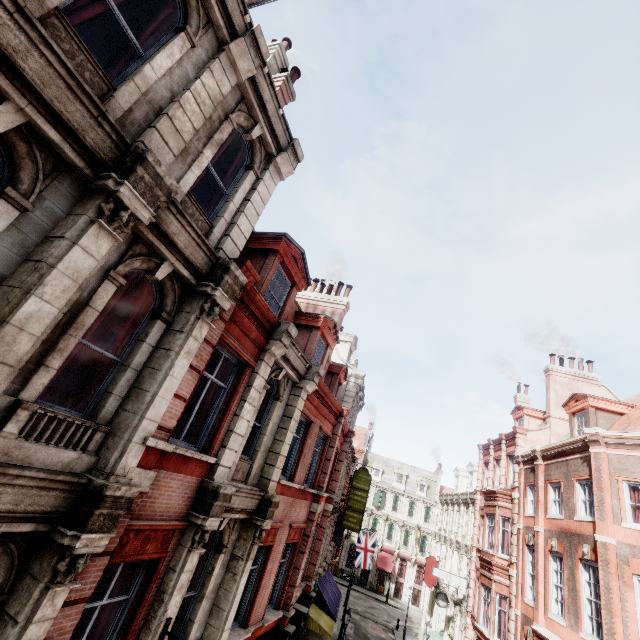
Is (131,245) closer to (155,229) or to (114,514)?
(155,229)

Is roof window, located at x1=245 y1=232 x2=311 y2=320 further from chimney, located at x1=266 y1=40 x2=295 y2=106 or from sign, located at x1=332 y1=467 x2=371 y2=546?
sign, located at x1=332 y1=467 x2=371 y2=546

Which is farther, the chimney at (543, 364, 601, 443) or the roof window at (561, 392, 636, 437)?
the chimney at (543, 364, 601, 443)

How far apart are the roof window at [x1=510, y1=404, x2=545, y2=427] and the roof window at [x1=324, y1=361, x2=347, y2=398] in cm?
1492

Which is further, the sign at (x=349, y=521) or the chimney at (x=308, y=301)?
the sign at (x=349, y=521)

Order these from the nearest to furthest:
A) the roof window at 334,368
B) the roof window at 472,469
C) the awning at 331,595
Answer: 1. the roof window at 334,368
2. the awning at 331,595
3. the roof window at 472,469

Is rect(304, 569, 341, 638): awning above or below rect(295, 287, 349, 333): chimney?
below

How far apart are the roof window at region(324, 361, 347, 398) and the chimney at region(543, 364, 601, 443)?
14.0 meters
